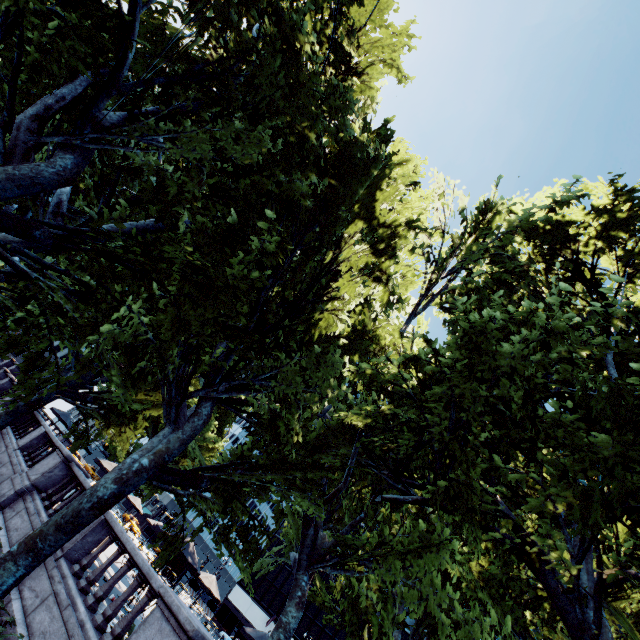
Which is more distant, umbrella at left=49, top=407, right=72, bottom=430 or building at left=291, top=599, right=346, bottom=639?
building at left=291, top=599, right=346, bottom=639

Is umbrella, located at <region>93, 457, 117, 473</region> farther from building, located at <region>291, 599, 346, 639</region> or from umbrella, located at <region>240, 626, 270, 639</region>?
building, located at <region>291, 599, 346, 639</region>

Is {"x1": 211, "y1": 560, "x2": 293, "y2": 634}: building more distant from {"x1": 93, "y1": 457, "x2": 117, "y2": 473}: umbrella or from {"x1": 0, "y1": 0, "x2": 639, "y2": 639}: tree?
{"x1": 93, "y1": 457, "x2": 117, "y2": 473}: umbrella

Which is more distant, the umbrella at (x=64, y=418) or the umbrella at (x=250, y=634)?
the umbrella at (x=64, y=418)

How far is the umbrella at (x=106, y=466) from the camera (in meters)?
19.78

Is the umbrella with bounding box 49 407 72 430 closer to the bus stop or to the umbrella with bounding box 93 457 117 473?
the umbrella with bounding box 93 457 117 473

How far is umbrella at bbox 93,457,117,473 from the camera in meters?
19.8 m

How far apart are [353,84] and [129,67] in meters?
8.0
